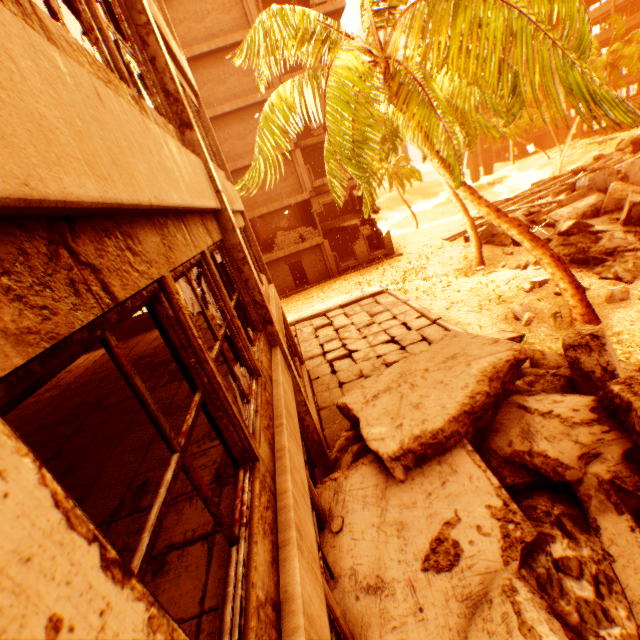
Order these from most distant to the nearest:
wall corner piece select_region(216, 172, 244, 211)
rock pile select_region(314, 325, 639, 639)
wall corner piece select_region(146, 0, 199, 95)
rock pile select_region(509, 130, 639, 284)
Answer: rock pile select_region(509, 130, 639, 284) → wall corner piece select_region(216, 172, 244, 211) → wall corner piece select_region(146, 0, 199, 95) → rock pile select_region(314, 325, 639, 639)

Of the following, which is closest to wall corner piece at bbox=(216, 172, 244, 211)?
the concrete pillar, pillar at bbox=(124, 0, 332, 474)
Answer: pillar at bbox=(124, 0, 332, 474)

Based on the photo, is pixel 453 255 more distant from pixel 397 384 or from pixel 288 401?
pixel 288 401

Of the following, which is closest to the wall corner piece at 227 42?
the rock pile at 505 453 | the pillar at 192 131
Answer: the pillar at 192 131

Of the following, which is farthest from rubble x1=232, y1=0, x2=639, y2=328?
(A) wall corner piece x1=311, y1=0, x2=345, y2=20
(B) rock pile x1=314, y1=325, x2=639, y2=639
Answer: (A) wall corner piece x1=311, y1=0, x2=345, y2=20

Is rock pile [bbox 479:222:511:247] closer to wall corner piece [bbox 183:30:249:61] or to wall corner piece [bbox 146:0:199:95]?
wall corner piece [bbox 183:30:249:61]

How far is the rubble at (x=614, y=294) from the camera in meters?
9.1

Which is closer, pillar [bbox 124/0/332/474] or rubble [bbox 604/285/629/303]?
pillar [bbox 124/0/332/474]
